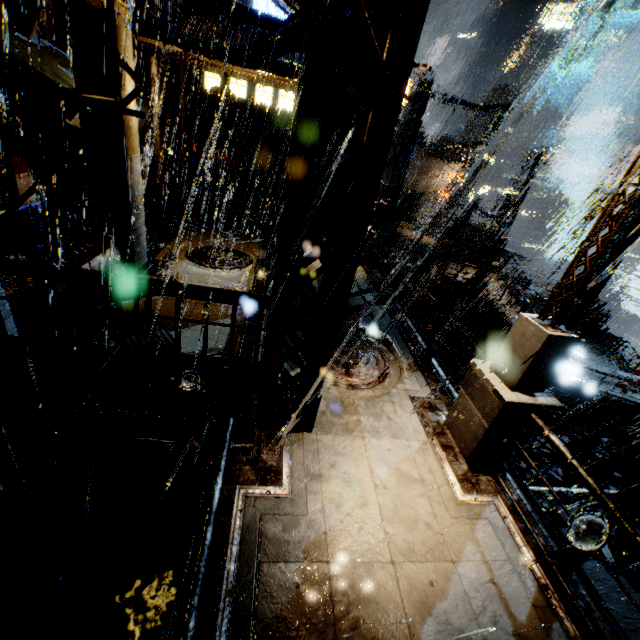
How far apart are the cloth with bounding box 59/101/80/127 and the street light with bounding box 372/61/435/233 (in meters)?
8.91

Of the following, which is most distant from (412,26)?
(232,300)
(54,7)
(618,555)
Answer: (618,555)

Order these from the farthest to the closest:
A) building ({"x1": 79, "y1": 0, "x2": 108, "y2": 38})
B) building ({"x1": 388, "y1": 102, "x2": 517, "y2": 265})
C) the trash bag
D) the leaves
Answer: the trash bag < building ({"x1": 388, "y1": 102, "x2": 517, "y2": 265}) < the leaves < building ({"x1": 79, "y1": 0, "x2": 108, "y2": 38})

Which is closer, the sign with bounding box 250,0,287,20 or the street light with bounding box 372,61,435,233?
the street light with bounding box 372,61,435,233

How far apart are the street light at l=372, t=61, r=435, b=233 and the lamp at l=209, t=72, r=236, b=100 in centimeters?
609cm

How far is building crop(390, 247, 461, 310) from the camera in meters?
19.6

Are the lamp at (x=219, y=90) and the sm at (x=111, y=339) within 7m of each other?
yes

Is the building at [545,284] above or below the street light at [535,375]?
below
